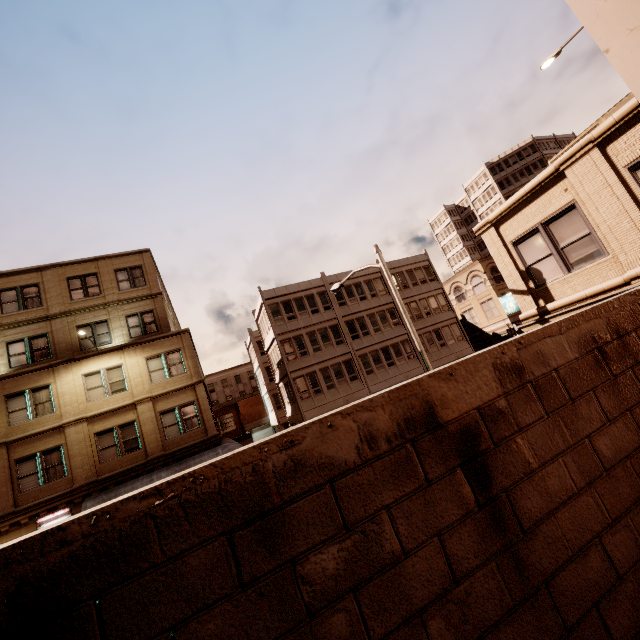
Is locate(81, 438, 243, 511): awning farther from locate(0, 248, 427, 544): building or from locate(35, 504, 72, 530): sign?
locate(35, 504, 72, 530): sign

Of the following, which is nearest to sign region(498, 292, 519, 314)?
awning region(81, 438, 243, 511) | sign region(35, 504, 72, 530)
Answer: awning region(81, 438, 243, 511)

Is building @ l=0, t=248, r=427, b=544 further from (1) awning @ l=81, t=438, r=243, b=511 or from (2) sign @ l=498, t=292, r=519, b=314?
(2) sign @ l=498, t=292, r=519, b=314

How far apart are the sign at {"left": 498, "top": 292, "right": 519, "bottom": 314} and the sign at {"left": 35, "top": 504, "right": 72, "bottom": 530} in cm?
4307

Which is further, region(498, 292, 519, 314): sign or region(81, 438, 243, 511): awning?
region(498, 292, 519, 314): sign

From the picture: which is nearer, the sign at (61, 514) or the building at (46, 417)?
the sign at (61, 514)

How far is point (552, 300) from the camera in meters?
10.0 m

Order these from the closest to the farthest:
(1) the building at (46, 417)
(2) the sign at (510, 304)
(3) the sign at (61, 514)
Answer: (3) the sign at (61, 514)
(1) the building at (46, 417)
(2) the sign at (510, 304)
